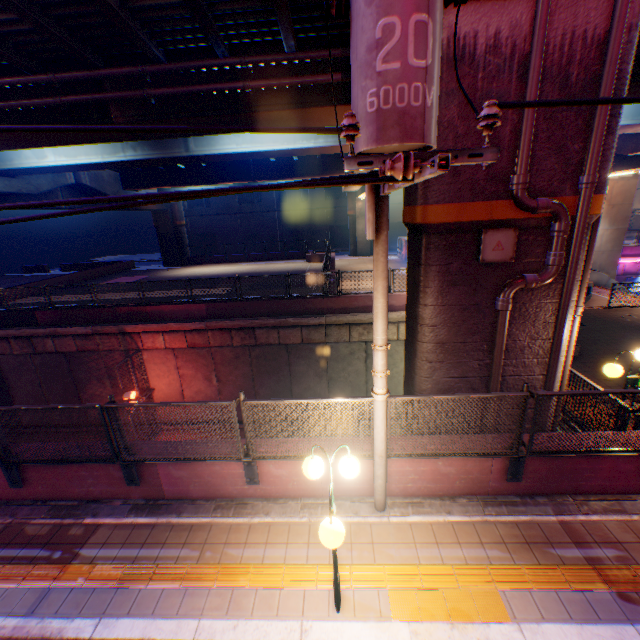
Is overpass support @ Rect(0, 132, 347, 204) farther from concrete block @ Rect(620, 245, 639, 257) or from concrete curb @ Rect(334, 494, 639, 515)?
concrete block @ Rect(620, 245, 639, 257)

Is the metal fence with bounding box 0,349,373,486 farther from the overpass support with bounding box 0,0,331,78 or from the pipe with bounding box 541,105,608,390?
the pipe with bounding box 541,105,608,390

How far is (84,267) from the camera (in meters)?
38.53

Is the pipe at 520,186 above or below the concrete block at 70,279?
above

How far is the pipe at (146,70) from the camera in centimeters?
823cm

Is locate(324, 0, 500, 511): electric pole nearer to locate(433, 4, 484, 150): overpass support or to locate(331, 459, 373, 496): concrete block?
locate(331, 459, 373, 496): concrete block

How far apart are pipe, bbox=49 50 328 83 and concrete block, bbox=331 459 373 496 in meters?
9.2

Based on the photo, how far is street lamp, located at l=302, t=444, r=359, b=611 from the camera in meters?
3.3
